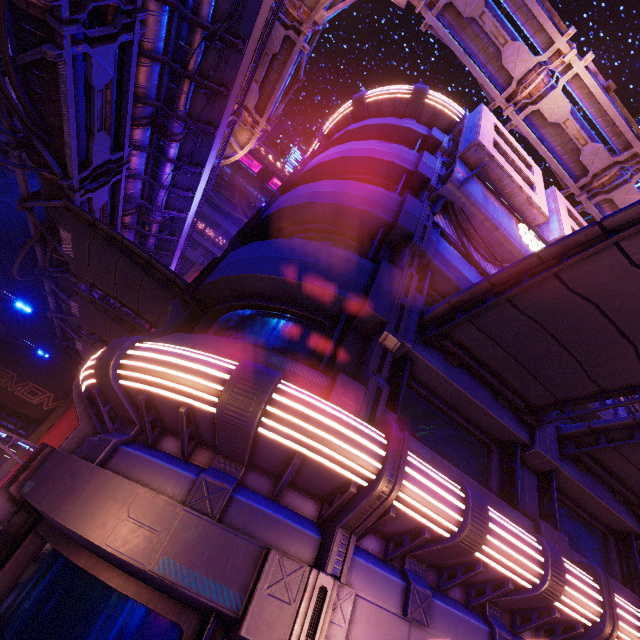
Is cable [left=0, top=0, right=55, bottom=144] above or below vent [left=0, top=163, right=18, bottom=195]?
below

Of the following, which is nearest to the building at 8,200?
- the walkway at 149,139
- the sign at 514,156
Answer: the walkway at 149,139

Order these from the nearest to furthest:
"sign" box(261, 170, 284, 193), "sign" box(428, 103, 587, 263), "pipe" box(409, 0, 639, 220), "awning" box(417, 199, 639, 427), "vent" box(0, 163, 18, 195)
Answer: "awning" box(417, 199, 639, 427) < "sign" box(428, 103, 587, 263) < "pipe" box(409, 0, 639, 220) < "vent" box(0, 163, 18, 195) < "sign" box(261, 170, 284, 193)

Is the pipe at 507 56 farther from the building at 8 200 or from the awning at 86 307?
the awning at 86 307

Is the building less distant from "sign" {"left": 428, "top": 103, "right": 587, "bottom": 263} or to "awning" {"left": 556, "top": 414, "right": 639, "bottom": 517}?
"sign" {"left": 428, "top": 103, "right": 587, "bottom": 263}

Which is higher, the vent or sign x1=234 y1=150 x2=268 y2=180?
sign x1=234 y1=150 x2=268 y2=180

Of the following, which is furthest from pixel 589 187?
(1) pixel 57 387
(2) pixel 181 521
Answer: (1) pixel 57 387

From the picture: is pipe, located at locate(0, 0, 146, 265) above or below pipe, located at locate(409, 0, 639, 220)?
below
